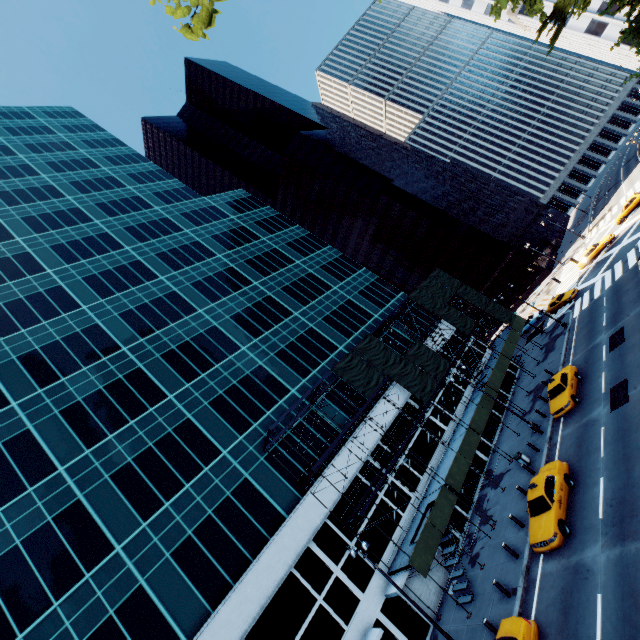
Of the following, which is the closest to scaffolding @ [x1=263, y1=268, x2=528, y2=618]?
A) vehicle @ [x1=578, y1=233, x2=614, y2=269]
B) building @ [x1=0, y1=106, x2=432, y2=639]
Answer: building @ [x1=0, y1=106, x2=432, y2=639]

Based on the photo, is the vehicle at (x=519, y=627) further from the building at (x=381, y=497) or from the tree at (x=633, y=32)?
the tree at (x=633, y=32)

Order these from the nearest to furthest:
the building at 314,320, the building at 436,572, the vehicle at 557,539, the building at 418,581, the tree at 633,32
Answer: the vehicle at 557,539 → the building at 314,320 → the tree at 633,32 → the building at 418,581 → the building at 436,572

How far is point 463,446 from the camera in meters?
25.4

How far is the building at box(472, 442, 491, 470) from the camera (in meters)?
29.23

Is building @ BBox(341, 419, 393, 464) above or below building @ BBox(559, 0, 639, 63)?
below

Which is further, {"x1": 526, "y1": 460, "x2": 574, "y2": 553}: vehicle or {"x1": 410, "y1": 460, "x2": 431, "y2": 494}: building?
{"x1": 410, "y1": 460, "x2": 431, "y2": 494}: building

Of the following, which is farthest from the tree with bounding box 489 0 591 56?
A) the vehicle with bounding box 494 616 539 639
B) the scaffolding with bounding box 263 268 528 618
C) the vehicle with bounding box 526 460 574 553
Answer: the scaffolding with bounding box 263 268 528 618
